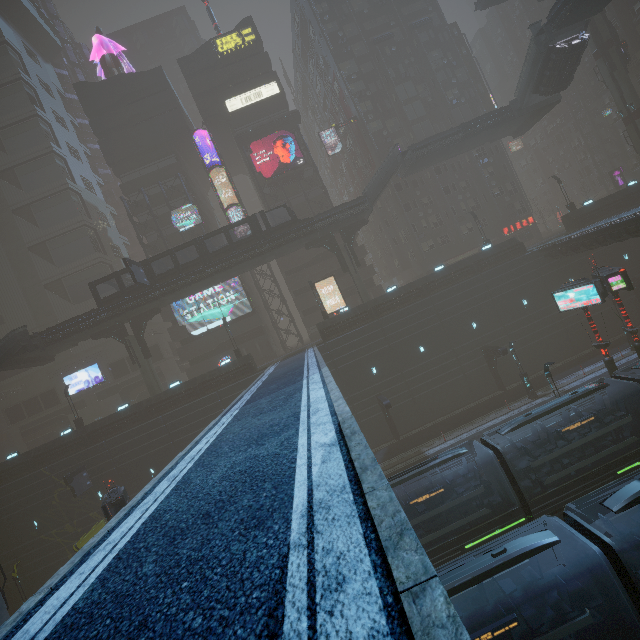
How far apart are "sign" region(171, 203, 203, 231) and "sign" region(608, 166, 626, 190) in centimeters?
6297cm

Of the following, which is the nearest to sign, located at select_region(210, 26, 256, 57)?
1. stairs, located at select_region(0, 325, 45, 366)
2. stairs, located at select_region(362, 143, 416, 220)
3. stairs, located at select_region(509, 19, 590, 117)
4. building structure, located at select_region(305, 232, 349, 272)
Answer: stairs, located at select_region(362, 143, 416, 220)

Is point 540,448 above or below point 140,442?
below

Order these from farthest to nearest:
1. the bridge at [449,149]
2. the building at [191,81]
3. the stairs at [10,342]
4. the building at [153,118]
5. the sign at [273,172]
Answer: the building at [191,81], the building at [153,118], the sign at [273,172], the bridge at [449,149], the stairs at [10,342]

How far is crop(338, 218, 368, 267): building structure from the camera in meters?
37.0

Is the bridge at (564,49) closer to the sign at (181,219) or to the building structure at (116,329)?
the sign at (181,219)

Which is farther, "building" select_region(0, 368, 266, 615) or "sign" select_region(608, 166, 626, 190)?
"sign" select_region(608, 166, 626, 190)

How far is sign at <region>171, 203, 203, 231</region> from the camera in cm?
4175
